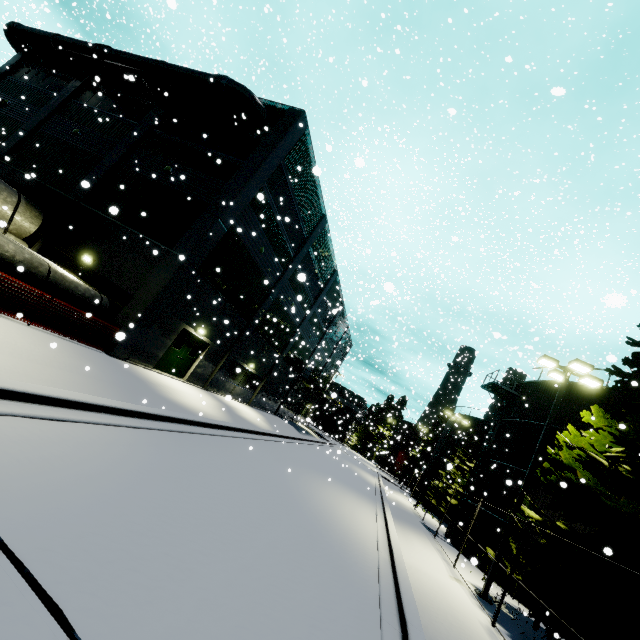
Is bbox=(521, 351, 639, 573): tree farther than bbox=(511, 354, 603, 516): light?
No

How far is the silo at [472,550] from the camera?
17.6 meters

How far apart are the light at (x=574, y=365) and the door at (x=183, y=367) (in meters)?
16.66

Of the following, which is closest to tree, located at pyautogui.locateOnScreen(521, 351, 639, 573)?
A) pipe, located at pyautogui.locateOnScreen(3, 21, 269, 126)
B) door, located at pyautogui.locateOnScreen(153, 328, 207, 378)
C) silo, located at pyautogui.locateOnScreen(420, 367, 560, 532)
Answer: silo, located at pyautogui.locateOnScreen(420, 367, 560, 532)

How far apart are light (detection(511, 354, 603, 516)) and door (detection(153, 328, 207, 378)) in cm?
1666

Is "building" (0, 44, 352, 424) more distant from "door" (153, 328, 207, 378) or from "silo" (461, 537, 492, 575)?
"silo" (461, 537, 492, 575)

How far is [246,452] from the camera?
12.01m

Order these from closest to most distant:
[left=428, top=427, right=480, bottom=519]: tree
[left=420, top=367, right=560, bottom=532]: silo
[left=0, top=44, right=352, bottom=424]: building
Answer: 1. [left=0, top=44, right=352, bottom=424]: building
2. [left=420, top=367, right=560, bottom=532]: silo
3. [left=428, top=427, right=480, bottom=519]: tree
